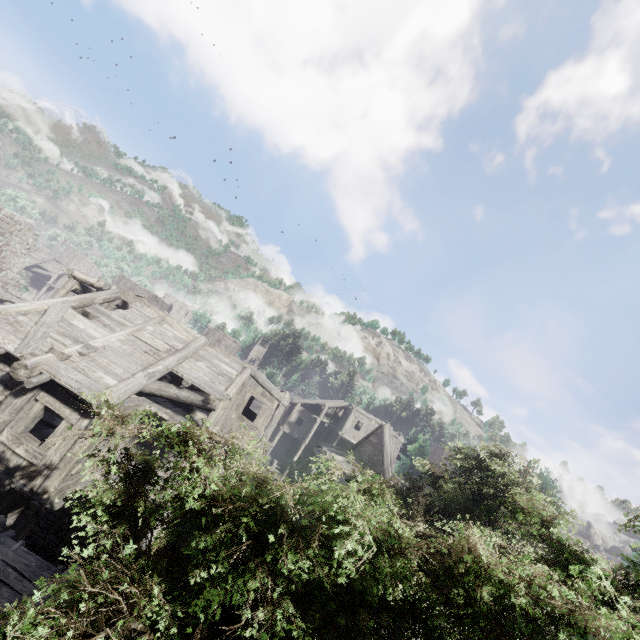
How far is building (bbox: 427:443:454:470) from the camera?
47.1 meters

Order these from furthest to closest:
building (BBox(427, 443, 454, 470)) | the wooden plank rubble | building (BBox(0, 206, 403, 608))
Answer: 1. building (BBox(427, 443, 454, 470))
2. the wooden plank rubble
3. building (BBox(0, 206, 403, 608))

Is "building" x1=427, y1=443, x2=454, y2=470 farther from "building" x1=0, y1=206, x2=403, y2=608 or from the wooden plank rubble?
the wooden plank rubble

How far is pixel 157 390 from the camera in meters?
11.9 m

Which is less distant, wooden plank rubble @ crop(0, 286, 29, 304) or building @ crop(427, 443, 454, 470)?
wooden plank rubble @ crop(0, 286, 29, 304)

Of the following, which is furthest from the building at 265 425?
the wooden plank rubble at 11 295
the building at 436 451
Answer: the building at 436 451

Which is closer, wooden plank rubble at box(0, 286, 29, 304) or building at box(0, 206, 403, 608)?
building at box(0, 206, 403, 608)
